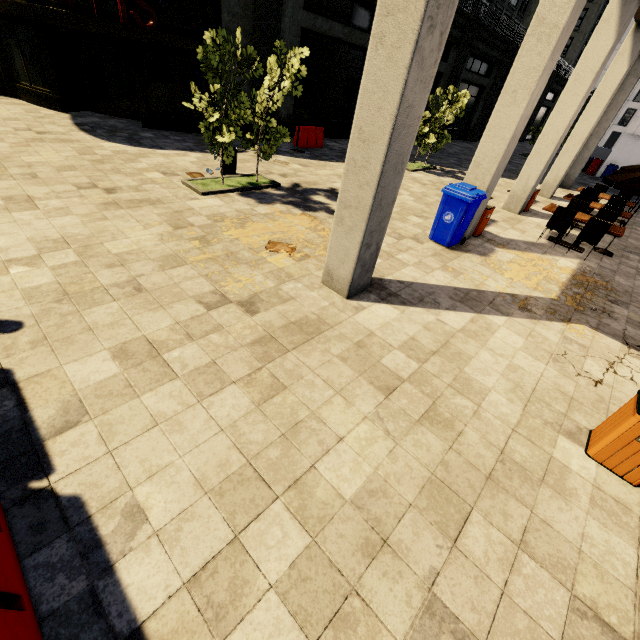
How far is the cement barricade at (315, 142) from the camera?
13.74m

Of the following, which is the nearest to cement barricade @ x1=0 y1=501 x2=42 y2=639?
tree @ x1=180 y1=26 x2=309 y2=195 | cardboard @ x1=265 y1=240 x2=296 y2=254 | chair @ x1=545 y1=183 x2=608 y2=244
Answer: cardboard @ x1=265 y1=240 x2=296 y2=254

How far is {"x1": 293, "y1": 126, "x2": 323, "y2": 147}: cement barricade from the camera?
13.7 meters

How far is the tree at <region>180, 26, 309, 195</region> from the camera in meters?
6.4 m

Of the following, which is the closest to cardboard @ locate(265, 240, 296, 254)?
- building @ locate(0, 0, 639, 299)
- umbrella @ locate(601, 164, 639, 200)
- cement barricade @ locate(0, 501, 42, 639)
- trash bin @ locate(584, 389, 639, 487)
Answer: building @ locate(0, 0, 639, 299)

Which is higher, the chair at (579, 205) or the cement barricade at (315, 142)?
the chair at (579, 205)

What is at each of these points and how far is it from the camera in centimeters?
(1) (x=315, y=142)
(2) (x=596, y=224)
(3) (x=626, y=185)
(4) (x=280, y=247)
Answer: (1) cement barricade, 1439cm
(2) chair, 827cm
(3) umbrella, 823cm
(4) cardboard, 625cm

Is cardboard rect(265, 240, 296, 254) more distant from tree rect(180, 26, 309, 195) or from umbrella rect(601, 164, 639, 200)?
umbrella rect(601, 164, 639, 200)
